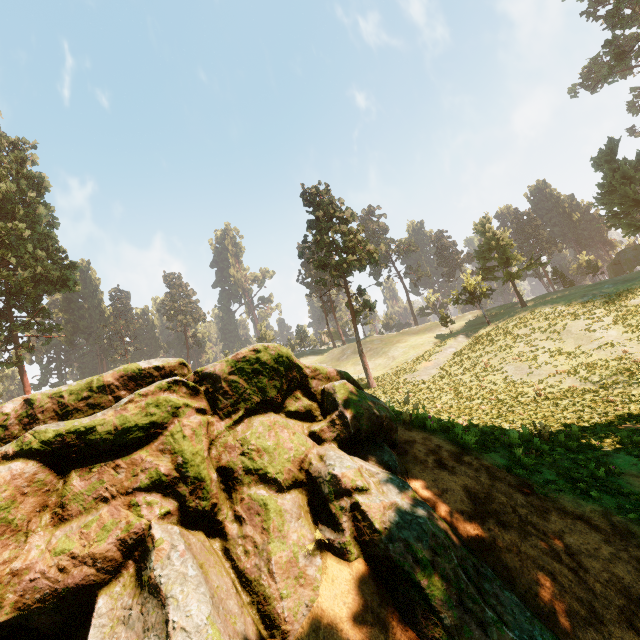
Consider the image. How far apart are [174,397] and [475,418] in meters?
14.9 m

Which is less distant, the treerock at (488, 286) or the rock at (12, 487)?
the rock at (12, 487)

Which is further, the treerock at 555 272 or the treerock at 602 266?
the treerock at 555 272

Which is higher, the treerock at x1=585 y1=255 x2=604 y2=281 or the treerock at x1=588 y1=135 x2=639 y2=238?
the treerock at x1=588 y1=135 x2=639 y2=238

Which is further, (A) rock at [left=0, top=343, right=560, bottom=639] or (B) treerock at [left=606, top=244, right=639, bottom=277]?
(B) treerock at [left=606, top=244, right=639, bottom=277]

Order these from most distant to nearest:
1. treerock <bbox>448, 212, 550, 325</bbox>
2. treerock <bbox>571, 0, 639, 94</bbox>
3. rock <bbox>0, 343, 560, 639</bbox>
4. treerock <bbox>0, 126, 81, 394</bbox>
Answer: treerock <bbox>448, 212, 550, 325</bbox>
treerock <bbox>571, 0, 639, 94</bbox>
treerock <bbox>0, 126, 81, 394</bbox>
rock <bbox>0, 343, 560, 639</bbox>

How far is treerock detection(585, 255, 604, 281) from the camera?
46.4m

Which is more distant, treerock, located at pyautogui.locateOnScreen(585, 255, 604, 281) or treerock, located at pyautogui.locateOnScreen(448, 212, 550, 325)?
treerock, located at pyautogui.locateOnScreen(585, 255, 604, 281)
